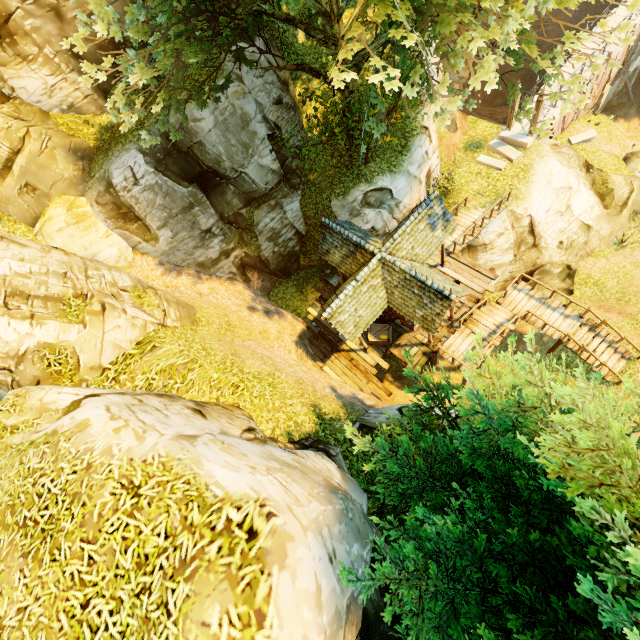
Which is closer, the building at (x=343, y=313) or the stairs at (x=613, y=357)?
the building at (x=343, y=313)

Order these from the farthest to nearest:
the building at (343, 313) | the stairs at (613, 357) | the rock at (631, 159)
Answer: the rock at (631, 159) < the stairs at (613, 357) < the building at (343, 313)

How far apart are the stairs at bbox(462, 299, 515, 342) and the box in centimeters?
419cm

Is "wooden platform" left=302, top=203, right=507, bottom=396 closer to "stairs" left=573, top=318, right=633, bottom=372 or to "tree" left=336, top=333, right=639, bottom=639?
"stairs" left=573, top=318, right=633, bottom=372

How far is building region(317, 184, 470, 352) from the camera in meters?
12.8

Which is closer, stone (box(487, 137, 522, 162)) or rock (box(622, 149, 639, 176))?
stone (box(487, 137, 522, 162))

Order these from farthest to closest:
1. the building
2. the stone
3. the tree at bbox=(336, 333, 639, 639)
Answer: the stone < the building < the tree at bbox=(336, 333, 639, 639)

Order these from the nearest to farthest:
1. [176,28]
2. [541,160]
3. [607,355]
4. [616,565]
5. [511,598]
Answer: [616,565] → [511,598] → [176,28] → [607,355] → [541,160]
